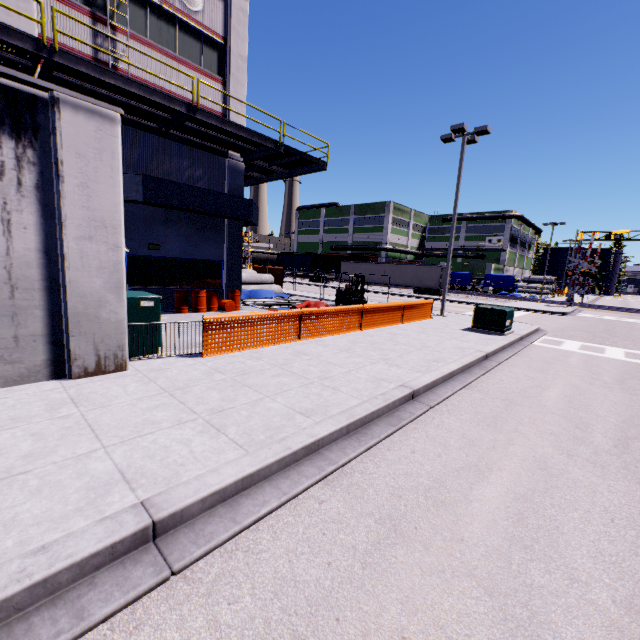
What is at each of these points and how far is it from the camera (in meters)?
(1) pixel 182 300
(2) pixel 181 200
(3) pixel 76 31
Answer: (1) oil drum, 14.62
(2) vent duct, 13.39
(3) building, 11.25

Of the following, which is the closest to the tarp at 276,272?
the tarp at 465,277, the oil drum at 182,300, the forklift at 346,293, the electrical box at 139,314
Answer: the tarp at 465,277

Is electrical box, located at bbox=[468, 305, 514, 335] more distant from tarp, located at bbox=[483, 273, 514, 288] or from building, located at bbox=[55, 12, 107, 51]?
tarp, located at bbox=[483, 273, 514, 288]

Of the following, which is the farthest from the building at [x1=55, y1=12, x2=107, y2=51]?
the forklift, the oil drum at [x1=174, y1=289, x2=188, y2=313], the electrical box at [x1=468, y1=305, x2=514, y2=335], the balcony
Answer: the forklift

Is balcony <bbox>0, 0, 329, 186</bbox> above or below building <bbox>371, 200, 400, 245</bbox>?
below

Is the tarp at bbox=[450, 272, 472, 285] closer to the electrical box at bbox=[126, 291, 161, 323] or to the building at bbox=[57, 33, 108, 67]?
the building at bbox=[57, 33, 108, 67]

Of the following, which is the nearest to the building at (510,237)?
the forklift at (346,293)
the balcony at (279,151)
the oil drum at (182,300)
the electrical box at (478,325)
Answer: the balcony at (279,151)

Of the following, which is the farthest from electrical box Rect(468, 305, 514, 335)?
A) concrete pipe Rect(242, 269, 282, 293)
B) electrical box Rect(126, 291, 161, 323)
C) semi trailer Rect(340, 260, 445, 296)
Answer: concrete pipe Rect(242, 269, 282, 293)
